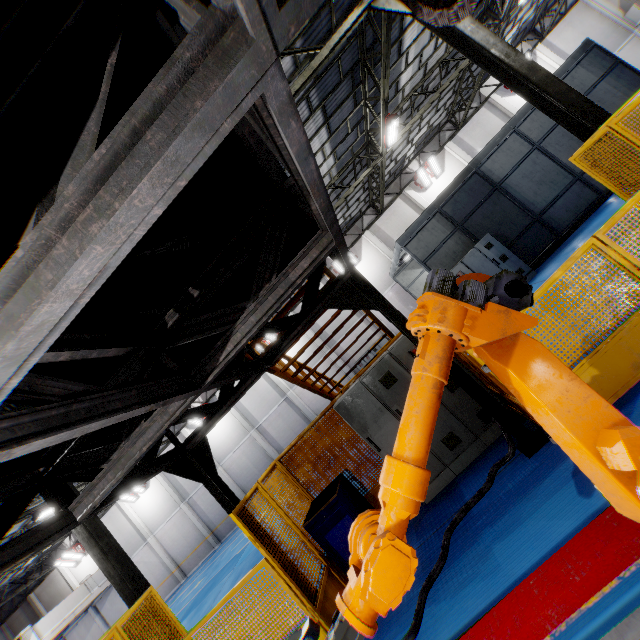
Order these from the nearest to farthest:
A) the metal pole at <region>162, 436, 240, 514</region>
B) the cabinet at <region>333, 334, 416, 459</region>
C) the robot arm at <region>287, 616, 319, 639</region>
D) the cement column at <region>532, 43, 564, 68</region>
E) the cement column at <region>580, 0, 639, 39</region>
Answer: the robot arm at <region>287, 616, 319, 639</region> → the metal pole at <region>162, 436, 240, 514</region> → the cabinet at <region>333, 334, 416, 459</region> → the cement column at <region>580, 0, 639, 39</region> → the cement column at <region>532, 43, 564, 68</region>

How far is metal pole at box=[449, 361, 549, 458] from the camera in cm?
426

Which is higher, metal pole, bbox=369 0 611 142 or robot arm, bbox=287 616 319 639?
metal pole, bbox=369 0 611 142

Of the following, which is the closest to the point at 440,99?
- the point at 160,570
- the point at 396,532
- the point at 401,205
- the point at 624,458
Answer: the point at 401,205

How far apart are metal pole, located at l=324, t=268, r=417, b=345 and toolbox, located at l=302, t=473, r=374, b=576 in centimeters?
253cm

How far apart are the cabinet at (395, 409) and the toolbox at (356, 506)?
0.79m

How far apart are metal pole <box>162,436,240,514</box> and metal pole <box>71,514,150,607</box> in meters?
5.3 m

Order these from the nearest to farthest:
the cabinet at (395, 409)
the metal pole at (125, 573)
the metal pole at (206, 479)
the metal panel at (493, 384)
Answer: the metal panel at (493, 384) < the metal pole at (206, 479) < the cabinet at (395, 409) < the metal pole at (125, 573)
